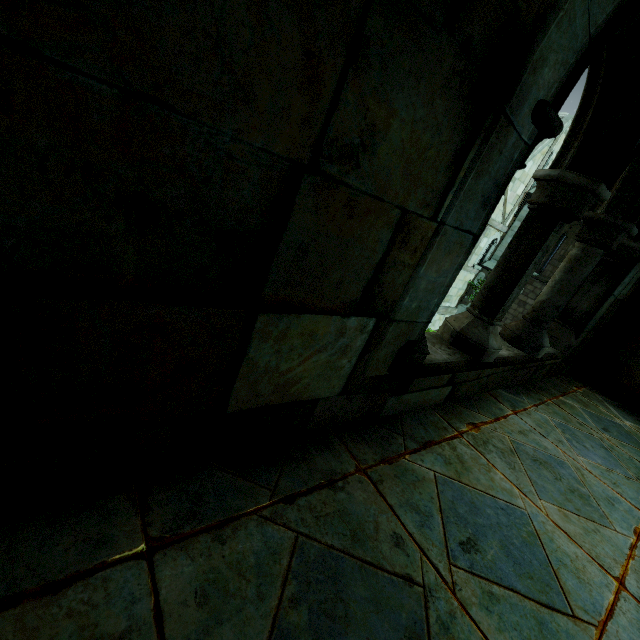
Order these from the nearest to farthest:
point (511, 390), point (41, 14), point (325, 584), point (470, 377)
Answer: point (41, 14) < point (325, 584) < point (470, 377) < point (511, 390)
